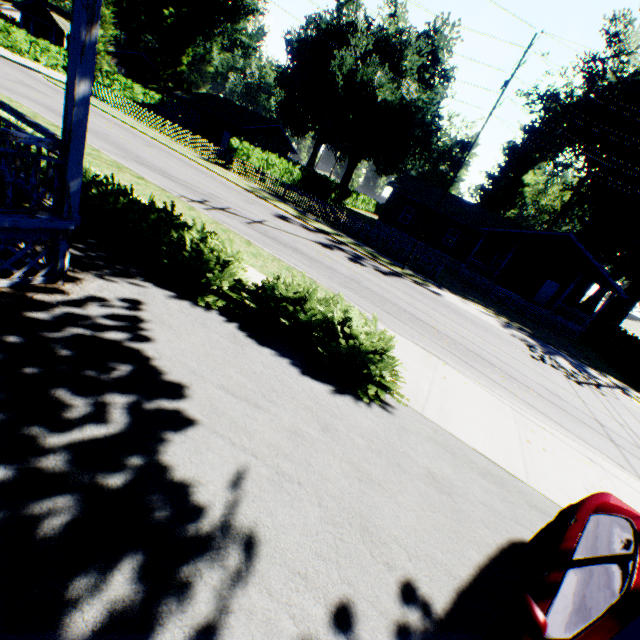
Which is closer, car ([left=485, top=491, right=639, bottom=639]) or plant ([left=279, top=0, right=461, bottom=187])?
car ([left=485, top=491, right=639, bottom=639])

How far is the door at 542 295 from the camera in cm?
2933

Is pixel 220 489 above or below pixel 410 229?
below

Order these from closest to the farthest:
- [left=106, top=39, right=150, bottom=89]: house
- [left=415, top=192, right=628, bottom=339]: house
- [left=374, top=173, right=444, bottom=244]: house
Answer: [left=415, top=192, right=628, bottom=339]: house → [left=374, top=173, right=444, bottom=244]: house → [left=106, top=39, right=150, bottom=89]: house

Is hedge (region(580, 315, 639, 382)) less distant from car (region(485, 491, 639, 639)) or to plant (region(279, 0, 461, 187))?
car (region(485, 491, 639, 639))

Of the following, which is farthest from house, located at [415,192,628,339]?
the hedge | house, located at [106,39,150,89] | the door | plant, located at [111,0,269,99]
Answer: house, located at [106,39,150,89]

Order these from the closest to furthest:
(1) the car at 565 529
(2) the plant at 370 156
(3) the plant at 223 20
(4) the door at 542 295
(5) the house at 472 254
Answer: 1. (1) the car at 565 529
2. (5) the house at 472 254
3. (4) the door at 542 295
4. (2) the plant at 370 156
5. (3) the plant at 223 20

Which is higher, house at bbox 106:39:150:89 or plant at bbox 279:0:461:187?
plant at bbox 279:0:461:187
